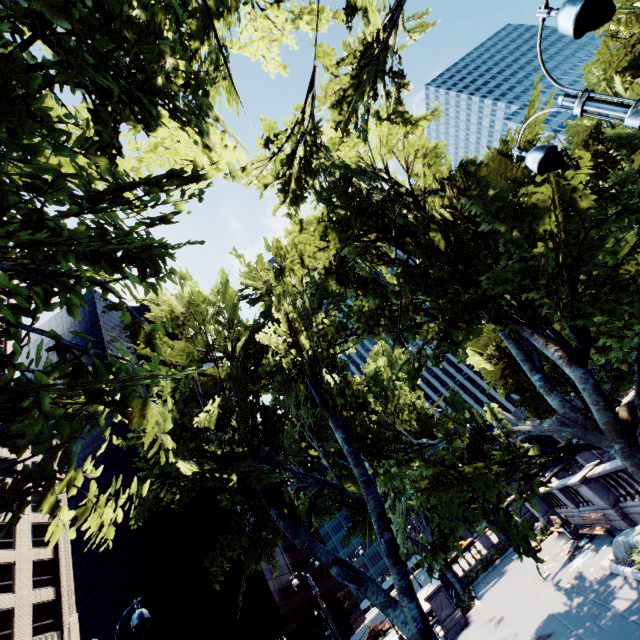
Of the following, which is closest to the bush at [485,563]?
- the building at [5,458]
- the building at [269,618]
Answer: the building at [5,458]

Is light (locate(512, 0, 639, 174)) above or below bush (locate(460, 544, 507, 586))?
above

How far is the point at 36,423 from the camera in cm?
354

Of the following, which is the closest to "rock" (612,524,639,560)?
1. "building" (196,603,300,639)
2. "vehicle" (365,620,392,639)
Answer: "vehicle" (365,620,392,639)

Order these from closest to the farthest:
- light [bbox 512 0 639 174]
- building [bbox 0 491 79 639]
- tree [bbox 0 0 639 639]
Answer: light [bbox 512 0 639 174], tree [bbox 0 0 639 639], building [bbox 0 491 79 639]

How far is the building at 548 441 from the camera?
56.8m

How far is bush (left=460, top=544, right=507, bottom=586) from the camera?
26.4 meters

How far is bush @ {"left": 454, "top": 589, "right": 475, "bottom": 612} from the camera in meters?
21.2 m
